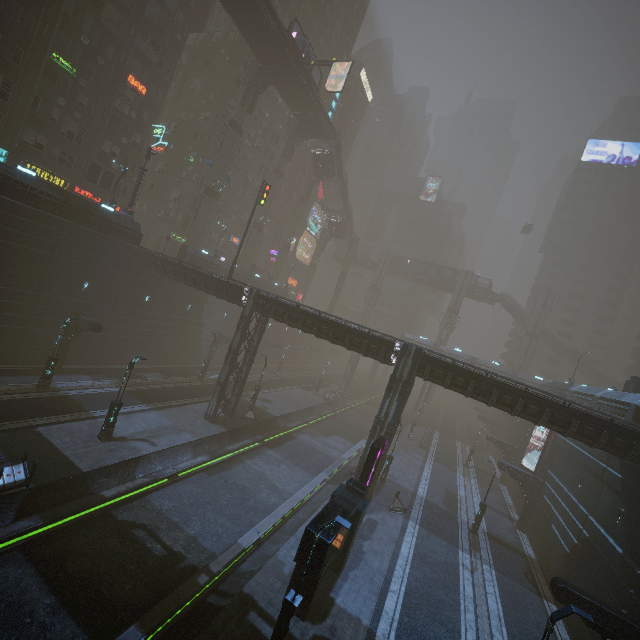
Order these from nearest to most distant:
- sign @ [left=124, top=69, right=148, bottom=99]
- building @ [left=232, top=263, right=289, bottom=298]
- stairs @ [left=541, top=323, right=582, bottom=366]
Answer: sign @ [left=124, top=69, right=148, bottom=99]
building @ [left=232, top=263, right=289, bottom=298]
stairs @ [left=541, top=323, right=582, bottom=366]

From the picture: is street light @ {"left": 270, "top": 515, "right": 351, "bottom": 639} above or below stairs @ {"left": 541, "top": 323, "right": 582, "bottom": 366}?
below

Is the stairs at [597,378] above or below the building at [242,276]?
above

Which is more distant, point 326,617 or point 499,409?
point 499,409

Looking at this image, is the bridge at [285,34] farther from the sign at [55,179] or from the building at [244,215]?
the sign at [55,179]

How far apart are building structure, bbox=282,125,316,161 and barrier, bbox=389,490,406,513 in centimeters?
4735cm

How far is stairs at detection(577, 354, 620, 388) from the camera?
54.1 meters

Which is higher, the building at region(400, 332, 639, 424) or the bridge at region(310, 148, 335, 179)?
the bridge at region(310, 148, 335, 179)
